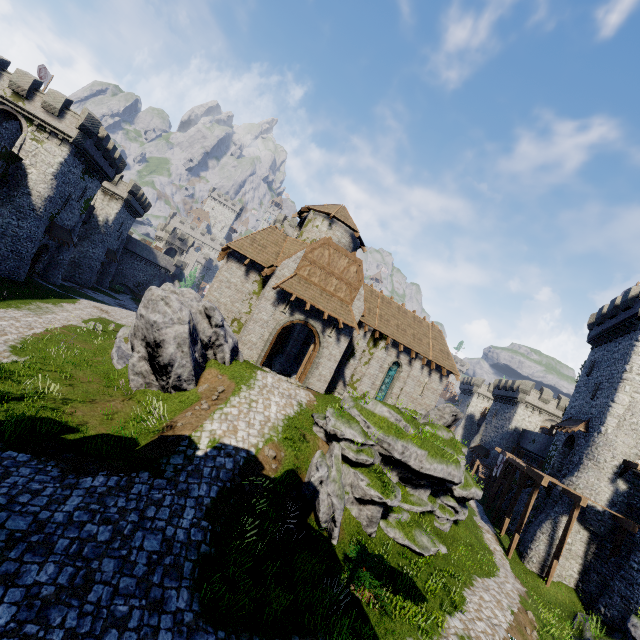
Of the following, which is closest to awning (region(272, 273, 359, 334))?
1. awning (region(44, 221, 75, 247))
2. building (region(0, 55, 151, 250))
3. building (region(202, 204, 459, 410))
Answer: building (region(202, 204, 459, 410))

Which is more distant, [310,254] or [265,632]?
[310,254]

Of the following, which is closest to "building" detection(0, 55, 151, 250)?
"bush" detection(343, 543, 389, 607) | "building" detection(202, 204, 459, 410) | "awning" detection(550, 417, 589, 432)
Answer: "building" detection(202, 204, 459, 410)

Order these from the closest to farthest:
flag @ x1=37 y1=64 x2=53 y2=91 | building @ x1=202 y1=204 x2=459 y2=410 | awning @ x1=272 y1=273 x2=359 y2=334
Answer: awning @ x1=272 y1=273 x2=359 y2=334 → building @ x1=202 y1=204 x2=459 y2=410 → flag @ x1=37 y1=64 x2=53 y2=91

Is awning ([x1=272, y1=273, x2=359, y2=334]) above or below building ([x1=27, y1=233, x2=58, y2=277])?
above

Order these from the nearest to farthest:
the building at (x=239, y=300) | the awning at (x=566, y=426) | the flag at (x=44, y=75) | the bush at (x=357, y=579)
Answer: the bush at (x=357, y=579), the building at (x=239, y=300), the awning at (x=566, y=426), the flag at (x=44, y=75)

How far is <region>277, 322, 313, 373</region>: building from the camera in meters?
28.7 m

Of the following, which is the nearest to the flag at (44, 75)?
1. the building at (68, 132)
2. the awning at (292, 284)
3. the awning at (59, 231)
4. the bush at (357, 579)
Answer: the building at (68, 132)
